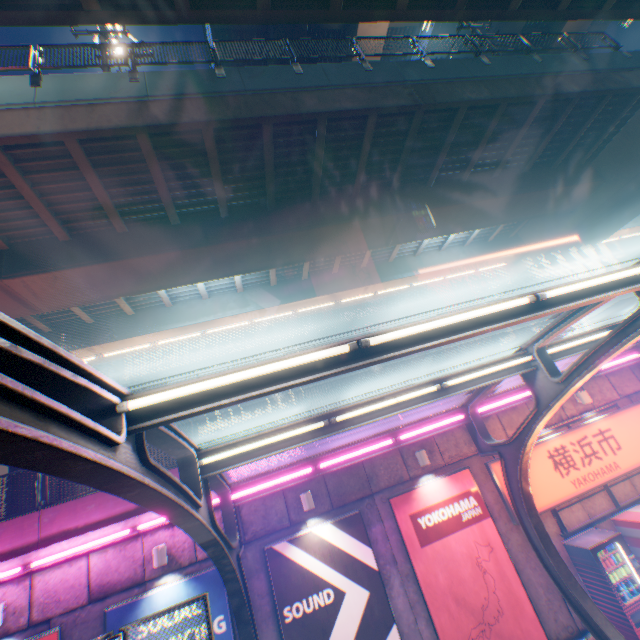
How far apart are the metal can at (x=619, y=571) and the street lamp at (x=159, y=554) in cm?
1088

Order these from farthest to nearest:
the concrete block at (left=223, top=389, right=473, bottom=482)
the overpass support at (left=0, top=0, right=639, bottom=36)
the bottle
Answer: the concrete block at (left=223, top=389, right=473, bottom=482)
the bottle
the overpass support at (left=0, top=0, right=639, bottom=36)

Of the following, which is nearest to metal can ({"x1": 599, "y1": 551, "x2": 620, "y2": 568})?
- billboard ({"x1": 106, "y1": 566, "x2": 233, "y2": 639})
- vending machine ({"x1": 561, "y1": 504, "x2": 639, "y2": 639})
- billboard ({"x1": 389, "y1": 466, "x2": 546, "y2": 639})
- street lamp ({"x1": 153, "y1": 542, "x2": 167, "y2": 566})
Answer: vending machine ({"x1": 561, "y1": 504, "x2": 639, "y2": 639})

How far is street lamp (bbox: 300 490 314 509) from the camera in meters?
8.4

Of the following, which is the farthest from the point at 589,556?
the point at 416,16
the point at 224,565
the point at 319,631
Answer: the point at 416,16

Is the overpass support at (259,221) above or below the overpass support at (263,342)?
below

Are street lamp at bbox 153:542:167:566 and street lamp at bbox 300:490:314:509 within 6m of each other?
yes

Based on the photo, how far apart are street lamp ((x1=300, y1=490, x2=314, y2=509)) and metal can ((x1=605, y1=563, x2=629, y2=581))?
7.5m
